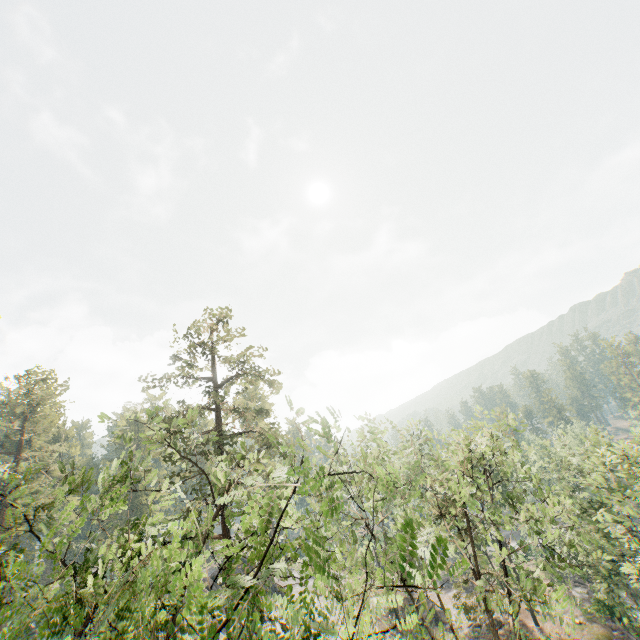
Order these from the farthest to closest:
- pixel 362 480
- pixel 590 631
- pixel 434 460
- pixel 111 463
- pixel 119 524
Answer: pixel 119 524
pixel 111 463
pixel 590 631
pixel 362 480
pixel 434 460

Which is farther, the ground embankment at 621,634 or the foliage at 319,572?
the ground embankment at 621,634

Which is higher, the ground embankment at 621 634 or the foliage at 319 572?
the foliage at 319 572

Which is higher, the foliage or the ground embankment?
the foliage

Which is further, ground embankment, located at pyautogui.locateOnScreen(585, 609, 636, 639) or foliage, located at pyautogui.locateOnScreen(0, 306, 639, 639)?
ground embankment, located at pyautogui.locateOnScreen(585, 609, 636, 639)
